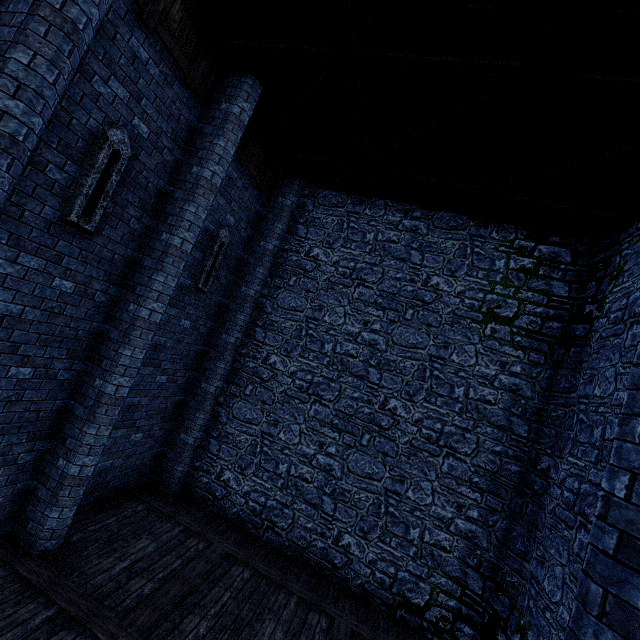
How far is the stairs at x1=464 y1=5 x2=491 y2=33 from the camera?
4.25m

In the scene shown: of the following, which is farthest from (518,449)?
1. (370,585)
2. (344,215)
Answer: (344,215)

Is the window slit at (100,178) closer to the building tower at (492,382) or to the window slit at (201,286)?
the window slit at (201,286)

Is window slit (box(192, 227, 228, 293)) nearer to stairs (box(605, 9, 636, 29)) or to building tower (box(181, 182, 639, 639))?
building tower (box(181, 182, 639, 639))

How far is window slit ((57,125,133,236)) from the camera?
4.9m

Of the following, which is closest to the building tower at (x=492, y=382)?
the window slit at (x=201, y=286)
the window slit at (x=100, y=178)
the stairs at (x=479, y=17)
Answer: the stairs at (x=479, y=17)

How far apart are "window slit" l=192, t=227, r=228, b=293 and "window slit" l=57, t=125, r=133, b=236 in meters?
2.8

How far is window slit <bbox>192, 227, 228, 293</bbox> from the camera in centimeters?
812cm
